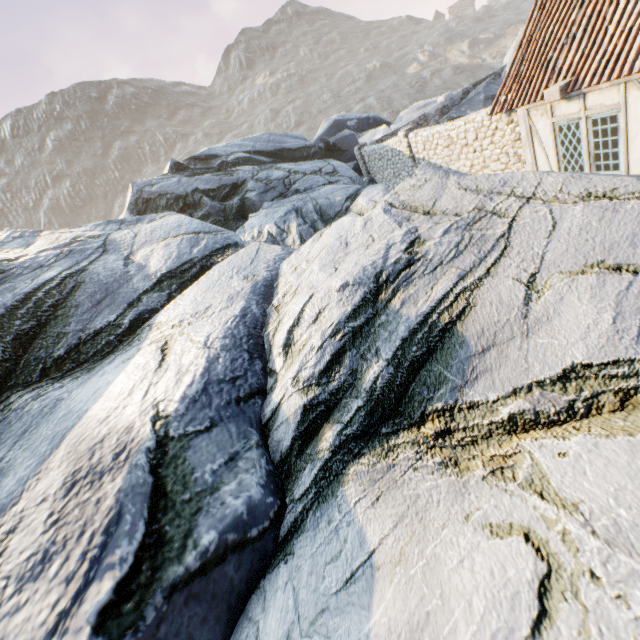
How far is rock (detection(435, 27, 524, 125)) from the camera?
19.3m

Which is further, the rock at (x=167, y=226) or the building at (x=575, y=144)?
the building at (x=575, y=144)

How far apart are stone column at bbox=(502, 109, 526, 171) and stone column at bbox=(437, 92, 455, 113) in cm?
1375

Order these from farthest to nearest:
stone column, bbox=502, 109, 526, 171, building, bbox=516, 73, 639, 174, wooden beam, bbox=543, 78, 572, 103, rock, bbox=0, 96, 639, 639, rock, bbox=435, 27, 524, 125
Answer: rock, bbox=435, 27, 524, 125 → stone column, bbox=502, 109, 526, 171 → wooden beam, bbox=543, 78, 572, 103 → building, bbox=516, 73, 639, 174 → rock, bbox=0, 96, 639, 639

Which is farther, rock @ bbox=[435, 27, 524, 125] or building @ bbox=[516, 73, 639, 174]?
rock @ bbox=[435, 27, 524, 125]

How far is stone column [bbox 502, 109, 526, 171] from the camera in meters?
8.6 m

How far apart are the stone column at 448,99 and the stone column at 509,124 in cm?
1375

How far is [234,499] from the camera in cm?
270
